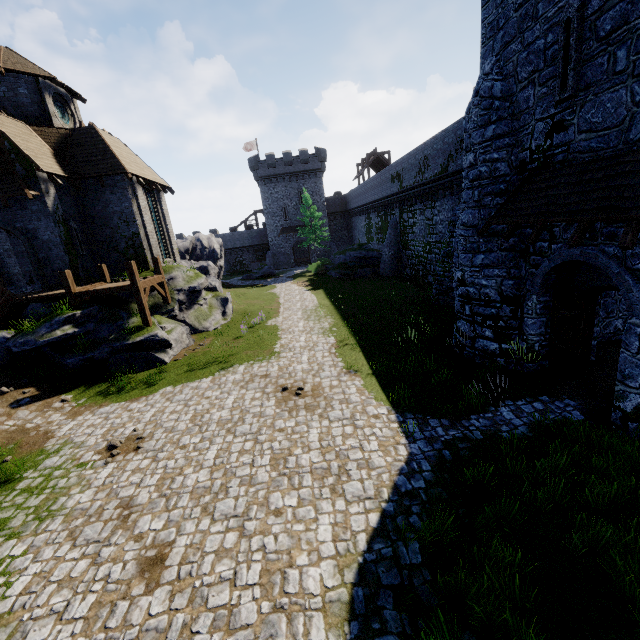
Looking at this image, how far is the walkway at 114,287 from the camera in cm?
1505

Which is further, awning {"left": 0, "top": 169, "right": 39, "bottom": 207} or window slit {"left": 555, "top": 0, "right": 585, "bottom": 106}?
awning {"left": 0, "top": 169, "right": 39, "bottom": 207}

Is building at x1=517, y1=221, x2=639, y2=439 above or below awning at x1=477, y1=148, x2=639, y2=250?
below

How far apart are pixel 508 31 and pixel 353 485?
13.6m

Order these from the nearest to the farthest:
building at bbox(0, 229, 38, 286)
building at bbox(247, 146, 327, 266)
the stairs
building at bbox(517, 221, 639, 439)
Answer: building at bbox(517, 221, 639, 439) → the stairs → building at bbox(0, 229, 38, 286) → building at bbox(247, 146, 327, 266)

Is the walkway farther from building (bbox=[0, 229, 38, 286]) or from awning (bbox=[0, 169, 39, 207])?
awning (bbox=[0, 169, 39, 207])

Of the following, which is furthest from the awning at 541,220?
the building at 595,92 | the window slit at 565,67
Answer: the window slit at 565,67

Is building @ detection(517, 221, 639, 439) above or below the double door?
below
